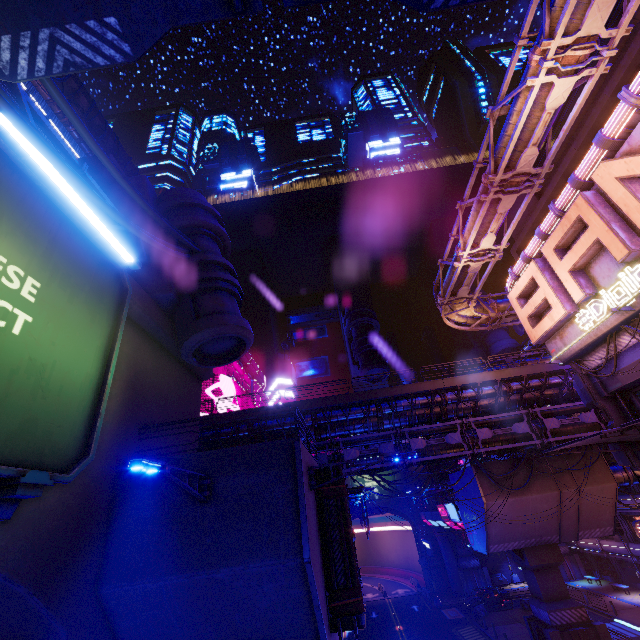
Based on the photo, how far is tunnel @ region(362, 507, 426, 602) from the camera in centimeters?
5031cm

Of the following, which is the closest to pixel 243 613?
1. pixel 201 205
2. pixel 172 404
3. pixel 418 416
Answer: pixel 172 404

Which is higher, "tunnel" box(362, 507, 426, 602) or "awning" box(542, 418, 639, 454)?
"awning" box(542, 418, 639, 454)

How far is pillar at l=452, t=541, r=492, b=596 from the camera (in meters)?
44.03

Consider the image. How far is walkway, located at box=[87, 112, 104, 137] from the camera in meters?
30.8

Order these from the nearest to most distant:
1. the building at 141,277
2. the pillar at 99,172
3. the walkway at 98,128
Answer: the building at 141,277
the pillar at 99,172
the walkway at 98,128

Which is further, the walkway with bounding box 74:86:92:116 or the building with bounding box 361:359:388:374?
the building with bounding box 361:359:388:374

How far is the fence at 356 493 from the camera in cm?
1541
